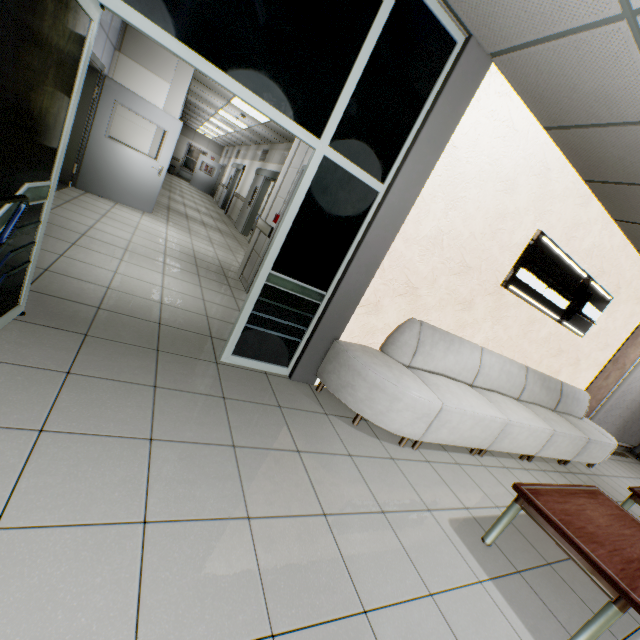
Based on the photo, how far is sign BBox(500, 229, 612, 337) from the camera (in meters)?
3.83

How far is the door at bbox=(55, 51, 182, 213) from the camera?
5.60m

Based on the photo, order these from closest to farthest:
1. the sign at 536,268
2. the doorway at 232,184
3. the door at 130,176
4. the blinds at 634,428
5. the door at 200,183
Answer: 1. the sign at 536,268
2. the door at 130,176
3. the blinds at 634,428
4. the doorway at 232,184
5. the door at 200,183

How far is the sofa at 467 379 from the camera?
2.9m

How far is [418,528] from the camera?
2.22m

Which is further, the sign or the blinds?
the blinds

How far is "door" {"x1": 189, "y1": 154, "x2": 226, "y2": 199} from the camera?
20.39m

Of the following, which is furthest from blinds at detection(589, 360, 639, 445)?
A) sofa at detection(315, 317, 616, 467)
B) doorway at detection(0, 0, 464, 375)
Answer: doorway at detection(0, 0, 464, 375)
